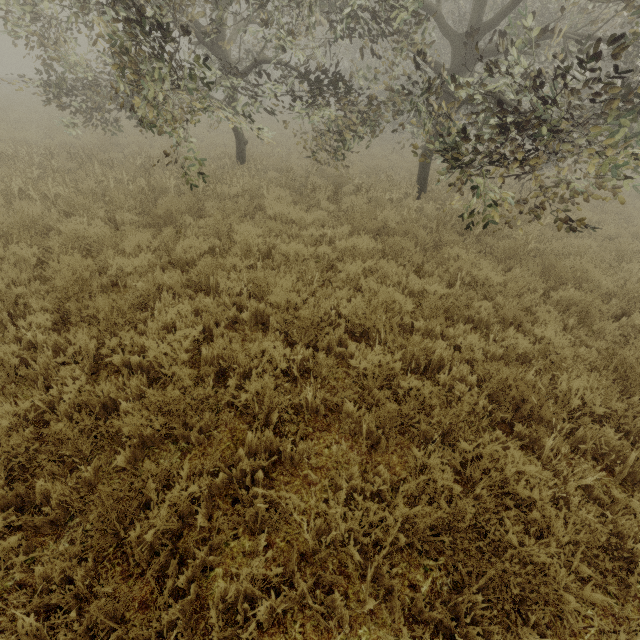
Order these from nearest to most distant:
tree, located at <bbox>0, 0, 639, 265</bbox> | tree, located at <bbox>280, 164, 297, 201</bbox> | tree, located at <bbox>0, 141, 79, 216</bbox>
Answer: tree, located at <bbox>0, 0, 639, 265</bbox>
tree, located at <bbox>0, 141, 79, 216</bbox>
tree, located at <bbox>280, 164, 297, 201</bbox>

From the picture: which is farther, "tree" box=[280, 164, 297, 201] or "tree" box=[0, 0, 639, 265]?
"tree" box=[280, 164, 297, 201]

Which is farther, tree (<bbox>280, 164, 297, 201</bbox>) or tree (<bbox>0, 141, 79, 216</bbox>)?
tree (<bbox>280, 164, 297, 201</bbox>)

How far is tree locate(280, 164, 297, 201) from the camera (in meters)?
8.64

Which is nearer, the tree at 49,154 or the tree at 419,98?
the tree at 419,98

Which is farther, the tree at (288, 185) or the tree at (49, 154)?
the tree at (288, 185)

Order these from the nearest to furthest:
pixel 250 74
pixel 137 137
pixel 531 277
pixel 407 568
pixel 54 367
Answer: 1. pixel 407 568
2. pixel 54 367
3. pixel 531 277
4. pixel 250 74
5. pixel 137 137
